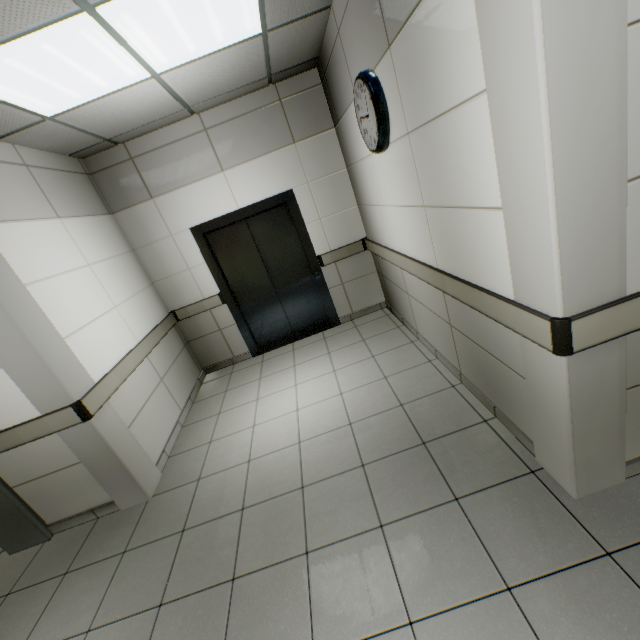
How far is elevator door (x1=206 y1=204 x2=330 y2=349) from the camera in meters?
4.6 m

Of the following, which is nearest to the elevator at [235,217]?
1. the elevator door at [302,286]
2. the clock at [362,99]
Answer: the elevator door at [302,286]

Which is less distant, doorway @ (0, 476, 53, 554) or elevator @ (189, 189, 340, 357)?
doorway @ (0, 476, 53, 554)

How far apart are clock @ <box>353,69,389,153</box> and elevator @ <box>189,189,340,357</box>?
1.62m

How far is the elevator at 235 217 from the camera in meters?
4.3

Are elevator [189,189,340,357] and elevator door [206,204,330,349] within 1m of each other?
yes

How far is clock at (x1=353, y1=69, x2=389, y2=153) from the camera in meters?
2.3 m

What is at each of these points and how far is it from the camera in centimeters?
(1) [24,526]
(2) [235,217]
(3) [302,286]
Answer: (1) doorway, 286cm
(2) elevator, 436cm
(3) elevator door, 493cm
